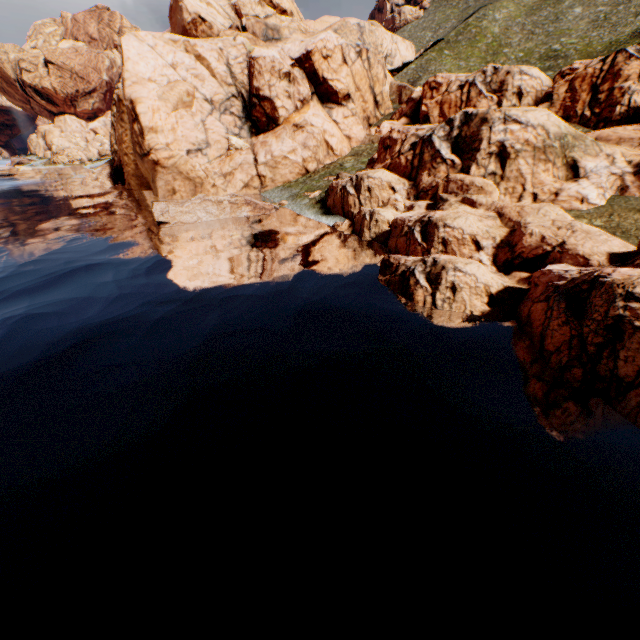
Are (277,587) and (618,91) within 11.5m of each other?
no
